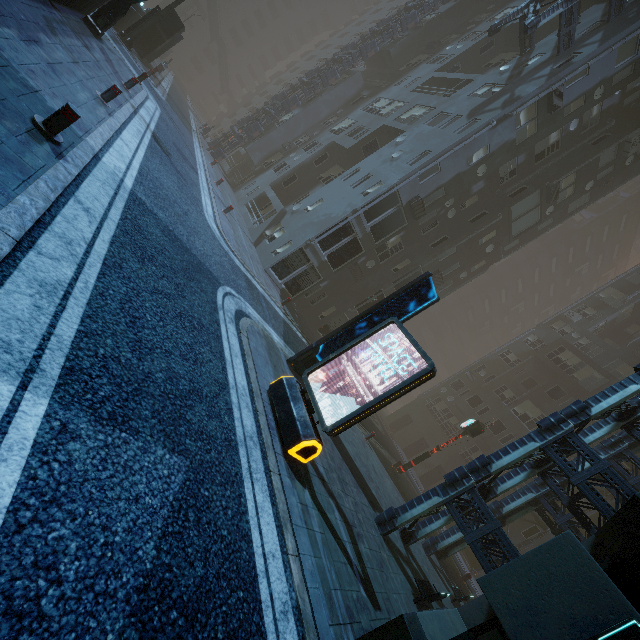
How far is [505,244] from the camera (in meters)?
24.98

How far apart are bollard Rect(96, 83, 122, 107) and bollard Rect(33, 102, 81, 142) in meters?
4.6

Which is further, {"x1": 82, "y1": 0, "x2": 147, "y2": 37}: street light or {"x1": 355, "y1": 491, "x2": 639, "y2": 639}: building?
{"x1": 82, "y1": 0, "x2": 147, "y2": 37}: street light

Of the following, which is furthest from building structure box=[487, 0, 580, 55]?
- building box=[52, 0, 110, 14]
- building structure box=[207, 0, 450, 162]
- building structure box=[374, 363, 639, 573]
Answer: building structure box=[374, 363, 639, 573]

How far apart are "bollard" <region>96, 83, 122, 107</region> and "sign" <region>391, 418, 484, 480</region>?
20.2m

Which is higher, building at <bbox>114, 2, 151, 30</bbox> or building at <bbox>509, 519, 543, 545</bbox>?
building at <bbox>509, 519, 543, 545</bbox>

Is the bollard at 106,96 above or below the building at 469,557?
below

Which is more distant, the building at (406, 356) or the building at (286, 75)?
the building at (406, 356)
